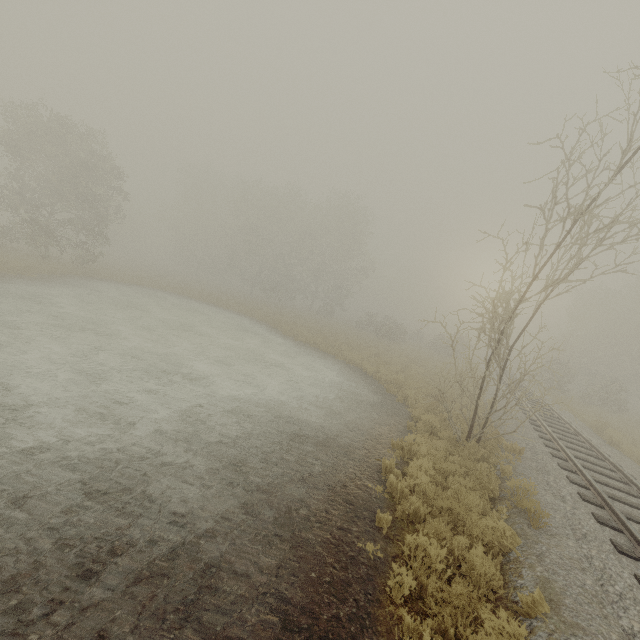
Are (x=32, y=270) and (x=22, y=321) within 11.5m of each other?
no
